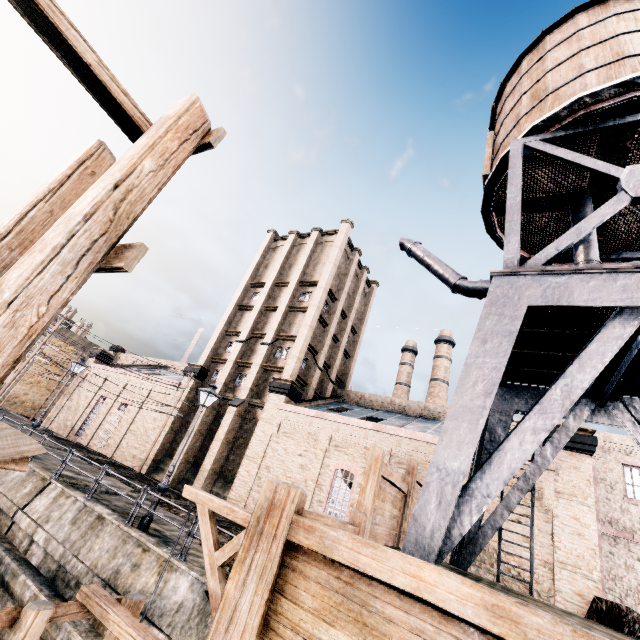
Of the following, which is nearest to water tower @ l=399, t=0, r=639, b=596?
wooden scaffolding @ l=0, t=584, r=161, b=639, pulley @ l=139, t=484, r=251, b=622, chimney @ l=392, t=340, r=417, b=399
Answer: pulley @ l=139, t=484, r=251, b=622

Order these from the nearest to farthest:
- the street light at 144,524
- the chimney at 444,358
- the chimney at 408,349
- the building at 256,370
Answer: the street light at 144,524, the building at 256,370, the chimney at 444,358, the chimney at 408,349

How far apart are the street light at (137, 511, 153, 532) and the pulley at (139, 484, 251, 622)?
6.30m

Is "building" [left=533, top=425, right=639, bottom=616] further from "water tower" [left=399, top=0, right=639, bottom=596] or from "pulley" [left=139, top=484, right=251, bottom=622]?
"pulley" [left=139, top=484, right=251, bottom=622]

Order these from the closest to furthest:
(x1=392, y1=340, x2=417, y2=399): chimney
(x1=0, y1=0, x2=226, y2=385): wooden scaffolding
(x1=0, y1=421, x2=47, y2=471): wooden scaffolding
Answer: (x1=0, y1=421, x2=47, y2=471): wooden scaffolding < (x1=0, y1=0, x2=226, y2=385): wooden scaffolding < (x1=392, y1=340, x2=417, y2=399): chimney

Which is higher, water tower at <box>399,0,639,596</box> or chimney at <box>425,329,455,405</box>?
chimney at <box>425,329,455,405</box>

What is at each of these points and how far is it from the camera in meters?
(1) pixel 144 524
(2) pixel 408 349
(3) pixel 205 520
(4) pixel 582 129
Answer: (1) street light, 11.9
(2) chimney, 52.4
(3) pulley, 6.8
(4) water tower, 10.2

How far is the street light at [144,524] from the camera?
11.9m
